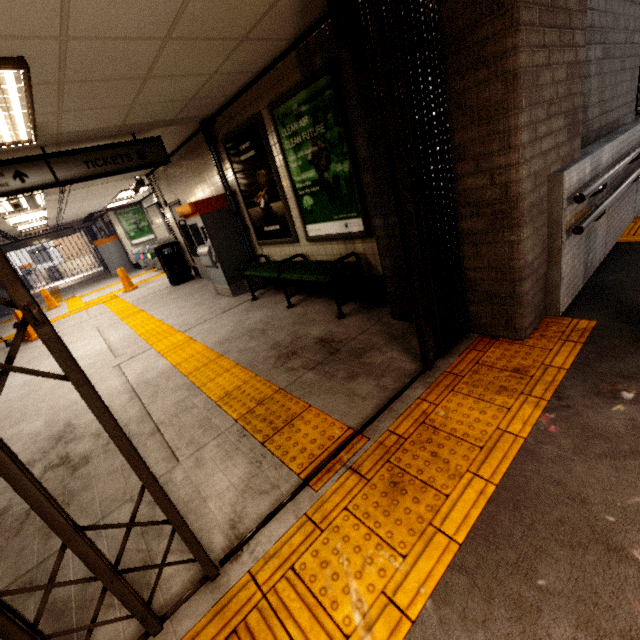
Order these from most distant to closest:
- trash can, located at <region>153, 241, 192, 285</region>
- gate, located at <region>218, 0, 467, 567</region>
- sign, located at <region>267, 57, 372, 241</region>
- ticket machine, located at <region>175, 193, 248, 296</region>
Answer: trash can, located at <region>153, 241, 192, 285</region> < ticket machine, located at <region>175, 193, 248, 296</region> < sign, located at <region>267, 57, 372, 241</region> < gate, located at <region>218, 0, 467, 567</region>

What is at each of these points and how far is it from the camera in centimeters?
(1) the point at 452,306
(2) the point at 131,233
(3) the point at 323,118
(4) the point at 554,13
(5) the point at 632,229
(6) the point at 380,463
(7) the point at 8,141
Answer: (1) gate, 274cm
(2) sign, 1603cm
(3) sign, 356cm
(4) concrete pillar, 210cm
(5) groundtactileadastrip, 408cm
(6) groundtactileadastrip, 196cm
(7) fluorescent light, 364cm

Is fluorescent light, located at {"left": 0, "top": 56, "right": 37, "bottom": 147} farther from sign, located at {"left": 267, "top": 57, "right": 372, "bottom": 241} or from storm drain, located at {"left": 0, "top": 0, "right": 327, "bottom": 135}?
sign, located at {"left": 267, "top": 57, "right": 372, "bottom": 241}

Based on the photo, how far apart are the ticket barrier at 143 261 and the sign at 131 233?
1.05m

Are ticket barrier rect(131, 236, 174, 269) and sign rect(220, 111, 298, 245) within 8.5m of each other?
no

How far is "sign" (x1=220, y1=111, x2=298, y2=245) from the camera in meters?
4.6 m

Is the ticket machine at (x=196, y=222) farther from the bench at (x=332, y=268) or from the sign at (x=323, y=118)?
the sign at (x=323, y=118)

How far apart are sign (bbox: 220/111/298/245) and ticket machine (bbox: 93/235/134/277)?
13.3 meters
